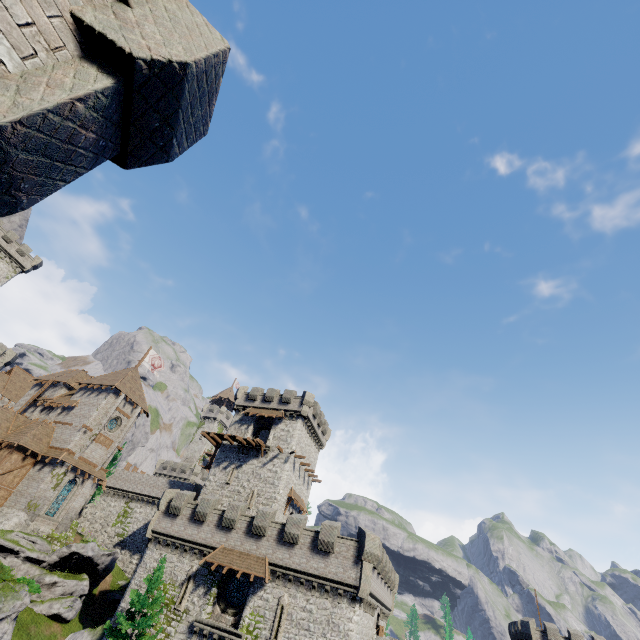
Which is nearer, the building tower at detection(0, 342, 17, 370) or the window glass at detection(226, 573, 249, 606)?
the window glass at detection(226, 573, 249, 606)

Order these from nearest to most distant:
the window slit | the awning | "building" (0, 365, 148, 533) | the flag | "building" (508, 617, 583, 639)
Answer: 1. the window slit
2. the awning
3. "building" (0, 365, 148, 533)
4. "building" (508, 617, 583, 639)
5. the flag

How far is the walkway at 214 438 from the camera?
39.3m

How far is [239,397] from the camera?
44.7 meters

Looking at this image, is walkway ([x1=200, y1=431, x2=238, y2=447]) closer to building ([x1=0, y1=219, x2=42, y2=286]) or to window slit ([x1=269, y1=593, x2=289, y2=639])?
window slit ([x1=269, y1=593, x2=289, y2=639])

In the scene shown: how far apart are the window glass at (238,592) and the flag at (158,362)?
31.50m

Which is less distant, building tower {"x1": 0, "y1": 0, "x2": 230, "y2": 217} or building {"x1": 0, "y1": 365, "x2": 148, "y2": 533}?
building tower {"x1": 0, "y1": 0, "x2": 230, "y2": 217}

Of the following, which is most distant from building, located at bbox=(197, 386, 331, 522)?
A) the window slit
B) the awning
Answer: the window slit
